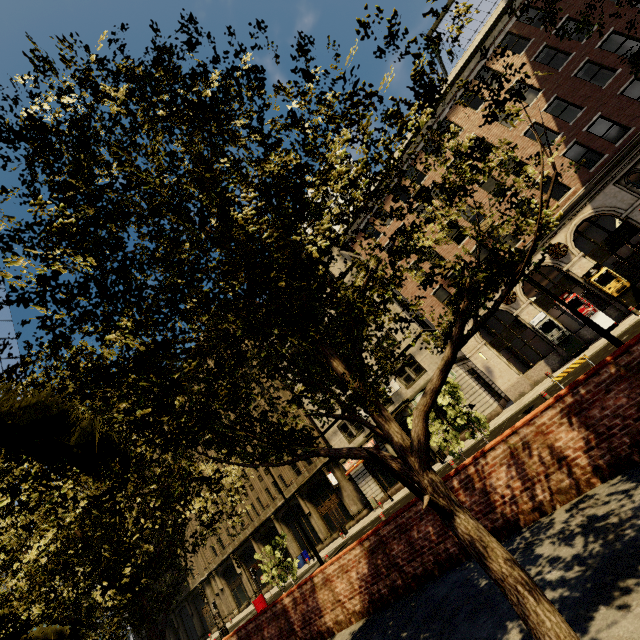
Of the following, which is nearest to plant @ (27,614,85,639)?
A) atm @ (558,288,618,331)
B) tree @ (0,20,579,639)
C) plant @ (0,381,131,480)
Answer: tree @ (0,20,579,639)

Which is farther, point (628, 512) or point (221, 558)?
point (221, 558)

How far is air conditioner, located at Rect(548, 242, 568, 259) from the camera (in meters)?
20.45

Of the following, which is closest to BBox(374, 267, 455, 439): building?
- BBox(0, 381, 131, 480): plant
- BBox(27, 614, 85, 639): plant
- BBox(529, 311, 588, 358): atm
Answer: BBox(529, 311, 588, 358): atm

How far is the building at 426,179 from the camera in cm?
2556

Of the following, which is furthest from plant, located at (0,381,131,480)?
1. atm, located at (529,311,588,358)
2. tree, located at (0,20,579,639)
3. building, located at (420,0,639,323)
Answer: building, located at (420,0,639,323)

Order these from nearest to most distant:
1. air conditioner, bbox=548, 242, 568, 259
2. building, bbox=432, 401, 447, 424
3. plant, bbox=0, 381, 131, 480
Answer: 1. plant, bbox=0, 381, 131, 480
2. air conditioner, bbox=548, 242, 568, 259
3. building, bbox=432, 401, 447, 424
